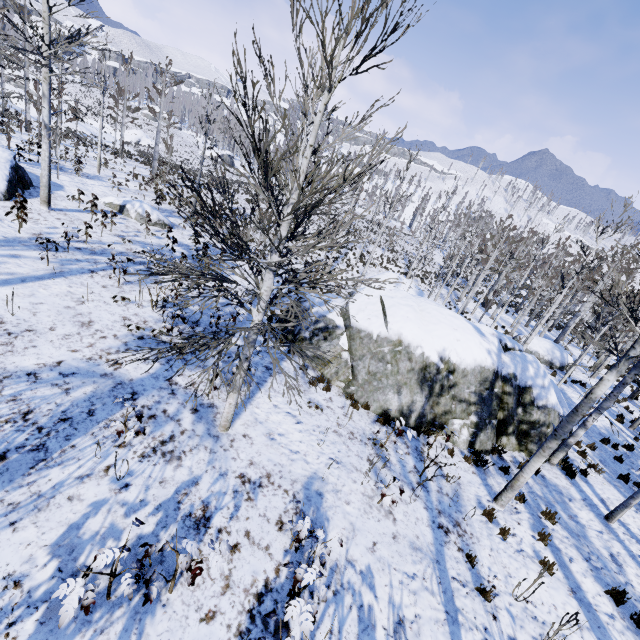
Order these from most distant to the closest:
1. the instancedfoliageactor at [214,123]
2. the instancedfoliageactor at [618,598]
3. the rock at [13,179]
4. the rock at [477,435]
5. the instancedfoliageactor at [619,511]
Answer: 1. the rock at [13,179]
2. the rock at [477,435]
3. the instancedfoliageactor at [619,511]
4. the instancedfoliageactor at [618,598]
5. the instancedfoliageactor at [214,123]

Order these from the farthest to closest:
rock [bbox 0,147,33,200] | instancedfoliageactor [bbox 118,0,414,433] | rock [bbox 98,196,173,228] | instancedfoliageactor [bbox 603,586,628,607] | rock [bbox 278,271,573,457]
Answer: rock [bbox 98,196,173,228] → rock [bbox 0,147,33,200] → rock [bbox 278,271,573,457] → instancedfoliageactor [bbox 603,586,628,607] → instancedfoliageactor [bbox 118,0,414,433]

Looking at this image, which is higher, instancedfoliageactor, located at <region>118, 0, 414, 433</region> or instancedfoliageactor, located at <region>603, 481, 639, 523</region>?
instancedfoliageactor, located at <region>118, 0, 414, 433</region>

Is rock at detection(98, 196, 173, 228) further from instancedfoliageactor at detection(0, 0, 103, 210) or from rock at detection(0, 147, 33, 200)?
rock at detection(0, 147, 33, 200)

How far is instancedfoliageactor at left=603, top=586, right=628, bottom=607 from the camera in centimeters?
628cm

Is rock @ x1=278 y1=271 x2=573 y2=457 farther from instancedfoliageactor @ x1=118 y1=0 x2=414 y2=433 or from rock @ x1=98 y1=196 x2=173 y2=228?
rock @ x1=98 y1=196 x2=173 y2=228

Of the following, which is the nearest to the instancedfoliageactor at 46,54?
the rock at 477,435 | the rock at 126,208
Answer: the rock at 477,435

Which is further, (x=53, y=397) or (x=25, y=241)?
(x=25, y=241)
